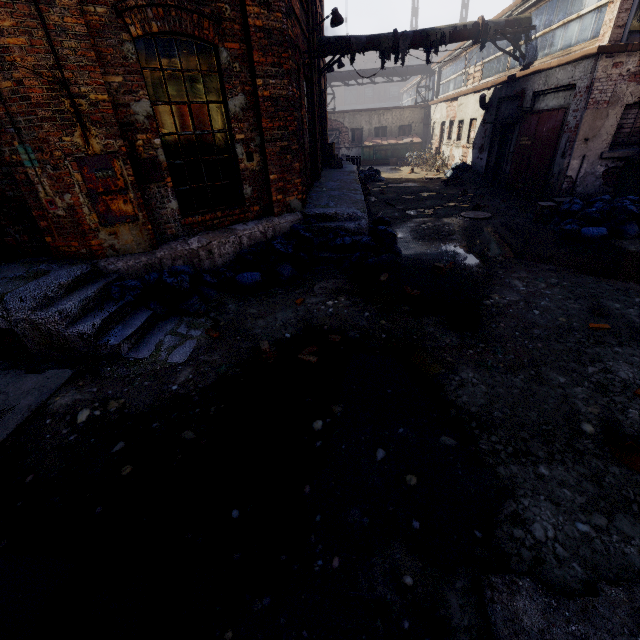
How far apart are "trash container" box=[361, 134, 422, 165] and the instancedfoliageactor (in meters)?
24.03

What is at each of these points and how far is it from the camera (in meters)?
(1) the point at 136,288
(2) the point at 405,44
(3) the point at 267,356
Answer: (1) trash bag, 4.81
(2) pipe, 12.17
(3) instancedfoliageactor, 4.03

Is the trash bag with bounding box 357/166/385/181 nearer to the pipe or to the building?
the building

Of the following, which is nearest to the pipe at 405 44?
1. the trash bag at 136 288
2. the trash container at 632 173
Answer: the trash container at 632 173

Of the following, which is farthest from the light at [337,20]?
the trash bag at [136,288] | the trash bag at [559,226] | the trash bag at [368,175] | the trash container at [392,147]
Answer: the trash container at [392,147]

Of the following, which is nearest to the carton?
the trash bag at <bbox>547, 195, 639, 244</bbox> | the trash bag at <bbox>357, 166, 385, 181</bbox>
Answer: the trash bag at <bbox>547, 195, 639, 244</bbox>

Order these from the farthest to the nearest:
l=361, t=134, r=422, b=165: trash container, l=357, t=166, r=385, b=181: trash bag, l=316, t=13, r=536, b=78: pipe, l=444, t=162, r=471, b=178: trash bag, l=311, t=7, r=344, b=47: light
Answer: l=361, t=134, r=422, b=165: trash container
l=357, t=166, r=385, b=181: trash bag
l=444, t=162, r=471, b=178: trash bag
l=316, t=13, r=536, b=78: pipe
l=311, t=7, r=344, b=47: light

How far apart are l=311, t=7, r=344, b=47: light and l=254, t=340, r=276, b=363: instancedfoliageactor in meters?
10.0 m
